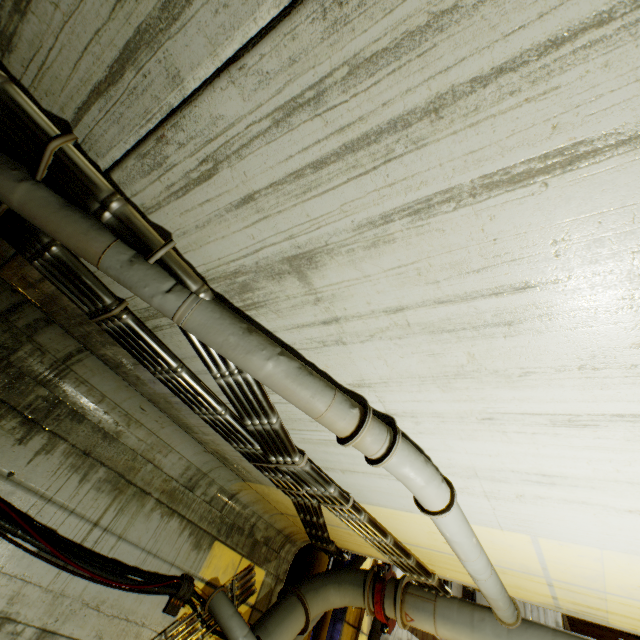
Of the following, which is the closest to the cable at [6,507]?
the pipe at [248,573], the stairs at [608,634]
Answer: the pipe at [248,573]

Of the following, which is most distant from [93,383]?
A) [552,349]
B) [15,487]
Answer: [552,349]

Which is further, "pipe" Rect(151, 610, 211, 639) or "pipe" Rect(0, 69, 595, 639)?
"pipe" Rect(151, 610, 211, 639)

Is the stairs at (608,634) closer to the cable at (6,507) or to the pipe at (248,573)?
the pipe at (248,573)

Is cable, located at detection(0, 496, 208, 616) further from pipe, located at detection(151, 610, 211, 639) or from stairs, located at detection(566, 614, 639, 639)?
stairs, located at detection(566, 614, 639, 639)

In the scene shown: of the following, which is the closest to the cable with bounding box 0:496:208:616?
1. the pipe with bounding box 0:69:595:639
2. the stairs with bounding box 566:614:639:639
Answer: the pipe with bounding box 0:69:595:639

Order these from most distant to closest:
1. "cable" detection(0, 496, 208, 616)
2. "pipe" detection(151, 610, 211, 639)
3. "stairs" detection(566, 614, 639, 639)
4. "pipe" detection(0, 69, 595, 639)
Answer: "stairs" detection(566, 614, 639, 639) → "pipe" detection(151, 610, 211, 639) → "cable" detection(0, 496, 208, 616) → "pipe" detection(0, 69, 595, 639)

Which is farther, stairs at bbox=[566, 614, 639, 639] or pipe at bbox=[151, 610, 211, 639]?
stairs at bbox=[566, 614, 639, 639]
